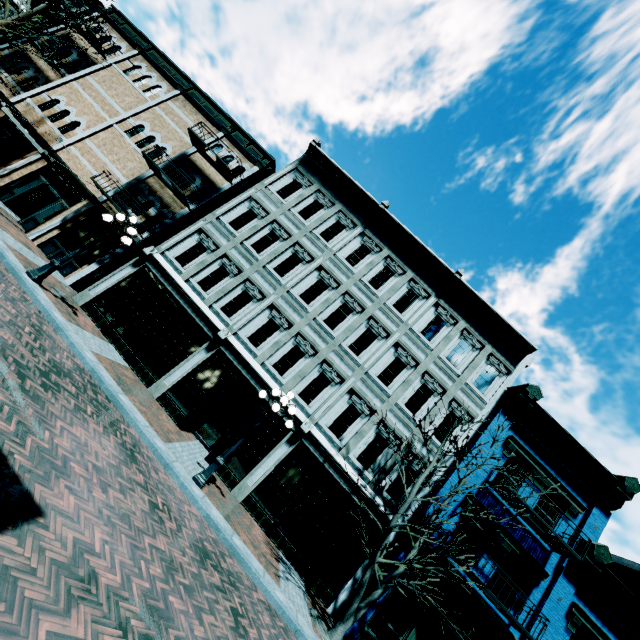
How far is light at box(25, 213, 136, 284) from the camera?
10.18m

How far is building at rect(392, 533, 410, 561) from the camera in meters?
11.1

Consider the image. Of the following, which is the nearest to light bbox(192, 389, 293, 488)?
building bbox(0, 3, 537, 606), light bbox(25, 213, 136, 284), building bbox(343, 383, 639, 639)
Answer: building bbox(0, 3, 537, 606)

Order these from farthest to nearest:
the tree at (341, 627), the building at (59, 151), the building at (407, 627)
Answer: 1. the building at (59, 151)
2. the building at (407, 627)
3. the tree at (341, 627)

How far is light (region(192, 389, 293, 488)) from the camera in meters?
9.1

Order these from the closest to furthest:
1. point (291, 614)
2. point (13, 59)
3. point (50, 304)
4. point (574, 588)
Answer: point (291, 614), point (50, 304), point (574, 588), point (13, 59)

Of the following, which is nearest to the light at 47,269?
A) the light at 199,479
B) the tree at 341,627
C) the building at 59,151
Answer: the building at 59,151

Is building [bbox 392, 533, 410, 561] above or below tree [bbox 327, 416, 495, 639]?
above
